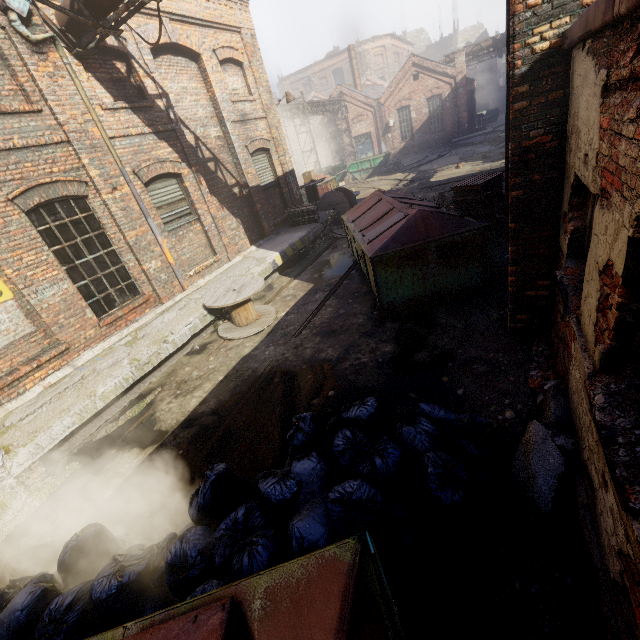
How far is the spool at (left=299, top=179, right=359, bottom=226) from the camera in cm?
1398

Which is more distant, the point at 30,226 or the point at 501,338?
the point at 30,226

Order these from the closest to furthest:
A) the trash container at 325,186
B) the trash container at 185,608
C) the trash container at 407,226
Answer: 1. the trash container at 185,608
2. the trash container at 407,226
3. the trash container at 325,186

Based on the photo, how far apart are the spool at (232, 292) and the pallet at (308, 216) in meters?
5.1 m

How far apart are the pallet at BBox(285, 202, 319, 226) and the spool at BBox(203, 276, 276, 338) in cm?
510

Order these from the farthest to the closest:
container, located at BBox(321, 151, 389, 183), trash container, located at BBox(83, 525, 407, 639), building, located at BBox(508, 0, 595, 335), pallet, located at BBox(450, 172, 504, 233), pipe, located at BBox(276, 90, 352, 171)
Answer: container, located at BBox(321, 151, 389, 183)
pipe, located at BBox(276, 90, 352, 171)
pallet, located at BBox(450, 172, 504, 233)
building, located at BBox(508, 0, 595, 335)
trash container, located at BBox(83, 525, 407, 639)

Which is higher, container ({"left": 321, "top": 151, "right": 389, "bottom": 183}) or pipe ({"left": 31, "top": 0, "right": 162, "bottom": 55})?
pipe ({"left": 31, "top": 0, "right": 162, "bottom": 55})

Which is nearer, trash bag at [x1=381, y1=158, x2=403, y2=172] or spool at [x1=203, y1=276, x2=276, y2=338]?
spool at [x1=203, y1=276, x2=276, y2=338]
